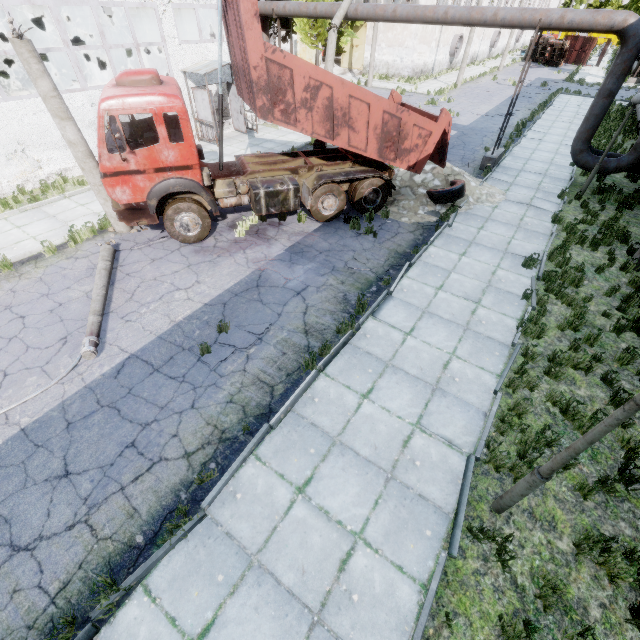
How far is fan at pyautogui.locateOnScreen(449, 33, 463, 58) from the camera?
35.34m

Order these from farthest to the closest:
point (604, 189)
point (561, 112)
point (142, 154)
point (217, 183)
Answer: point (561, 112) < point (604, 189) < point (217, 183) < point (142, 154)

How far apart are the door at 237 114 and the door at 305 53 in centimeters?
2541cm

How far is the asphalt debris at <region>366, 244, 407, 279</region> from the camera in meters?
8.9 m

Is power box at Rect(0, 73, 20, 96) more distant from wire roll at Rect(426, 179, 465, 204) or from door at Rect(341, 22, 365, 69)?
door at Rect(341, 22, 365, 69)

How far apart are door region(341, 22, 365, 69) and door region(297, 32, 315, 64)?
2.7 meters

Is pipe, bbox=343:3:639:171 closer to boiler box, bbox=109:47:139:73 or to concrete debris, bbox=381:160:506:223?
boiler box, bbox=109:47:139:73

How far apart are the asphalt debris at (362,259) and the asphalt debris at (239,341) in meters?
3.0 m
